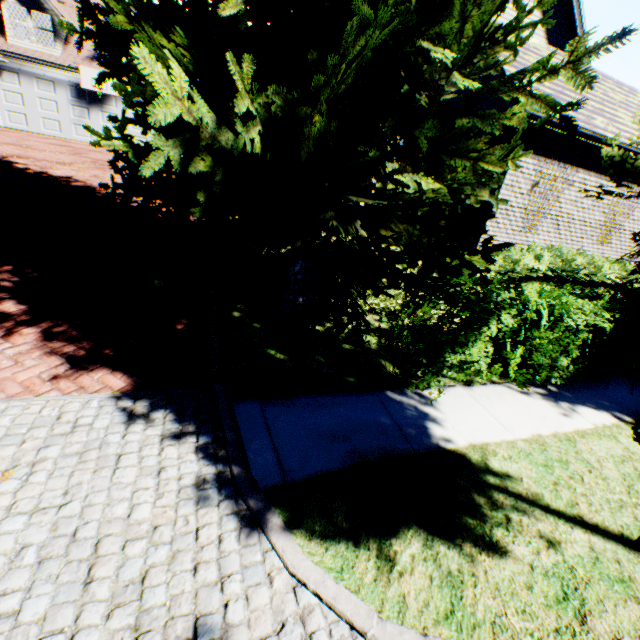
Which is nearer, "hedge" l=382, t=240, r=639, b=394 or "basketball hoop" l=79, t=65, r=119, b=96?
"hedge" l=382, t=240, r=639, b=394

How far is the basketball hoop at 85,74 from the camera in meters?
16.9

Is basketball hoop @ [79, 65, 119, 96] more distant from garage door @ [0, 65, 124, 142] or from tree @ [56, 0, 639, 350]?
tree @ [56, 0, 639, 350]

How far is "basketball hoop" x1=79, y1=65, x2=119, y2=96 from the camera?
16.9m

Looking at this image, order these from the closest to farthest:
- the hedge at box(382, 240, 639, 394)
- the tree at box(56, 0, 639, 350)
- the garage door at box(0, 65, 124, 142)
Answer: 1. the tree at box(56, 0, 639, 350)
2. the hedge at box(382, 240, 639, 394)
3. the garage door at box(0, 65, 124, 142)

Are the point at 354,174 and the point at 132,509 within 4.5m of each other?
yes

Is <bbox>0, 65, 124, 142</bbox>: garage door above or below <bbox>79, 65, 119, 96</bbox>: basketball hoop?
below

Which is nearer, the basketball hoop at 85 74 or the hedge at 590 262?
the hedge at 590 262
